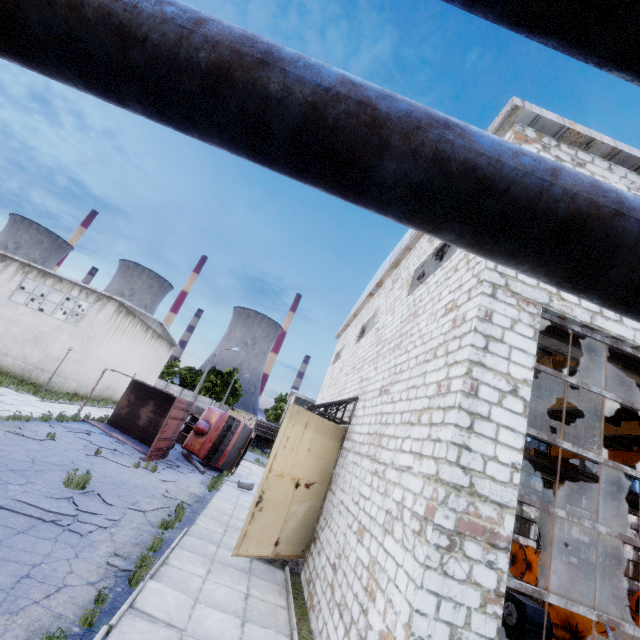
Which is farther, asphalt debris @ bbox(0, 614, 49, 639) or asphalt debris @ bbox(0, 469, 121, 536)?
asphalt debris @ bbox(0, 469, 121, 536)

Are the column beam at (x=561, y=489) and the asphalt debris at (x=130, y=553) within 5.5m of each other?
no

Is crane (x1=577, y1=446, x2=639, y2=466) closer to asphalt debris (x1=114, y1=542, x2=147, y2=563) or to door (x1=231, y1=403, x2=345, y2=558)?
door (x1=231, y1=403, x2=345, y2=558)

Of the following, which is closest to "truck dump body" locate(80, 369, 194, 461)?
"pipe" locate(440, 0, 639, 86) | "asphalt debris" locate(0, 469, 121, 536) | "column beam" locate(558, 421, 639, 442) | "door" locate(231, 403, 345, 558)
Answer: "asphalt debris" locate(0, 469, 121, 536)

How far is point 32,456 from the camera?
10.27m

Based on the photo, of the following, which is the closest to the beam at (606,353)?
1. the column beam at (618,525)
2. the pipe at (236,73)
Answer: the pipe at (236,73)

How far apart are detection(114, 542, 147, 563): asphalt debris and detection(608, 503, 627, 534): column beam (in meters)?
29.45

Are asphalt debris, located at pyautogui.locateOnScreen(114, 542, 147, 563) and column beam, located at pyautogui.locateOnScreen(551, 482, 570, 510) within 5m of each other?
no
